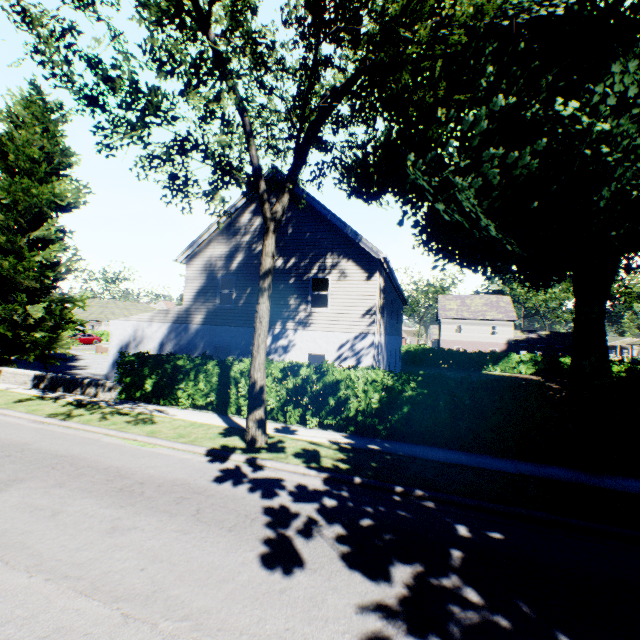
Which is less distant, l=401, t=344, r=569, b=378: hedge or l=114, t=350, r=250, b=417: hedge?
l=114, t=350, r=250, b=417: hedge

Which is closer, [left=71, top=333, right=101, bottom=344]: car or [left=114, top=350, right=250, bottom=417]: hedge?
[left=114, top=350, right=250, bottom=417]: hedge

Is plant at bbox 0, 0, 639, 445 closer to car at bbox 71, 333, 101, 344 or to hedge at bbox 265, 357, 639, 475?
hedge at bbox 265, 357, 639, 475

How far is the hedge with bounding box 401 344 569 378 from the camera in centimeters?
3503cm

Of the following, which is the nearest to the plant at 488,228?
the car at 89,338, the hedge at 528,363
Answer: the hedge at 528,363

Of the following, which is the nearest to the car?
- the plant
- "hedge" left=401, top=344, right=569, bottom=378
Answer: "hedge" left=401, top=344, right=569, bottom=378

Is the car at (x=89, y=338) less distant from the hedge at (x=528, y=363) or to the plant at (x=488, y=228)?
the hedge at (x=528, y=363)

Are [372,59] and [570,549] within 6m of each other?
no
